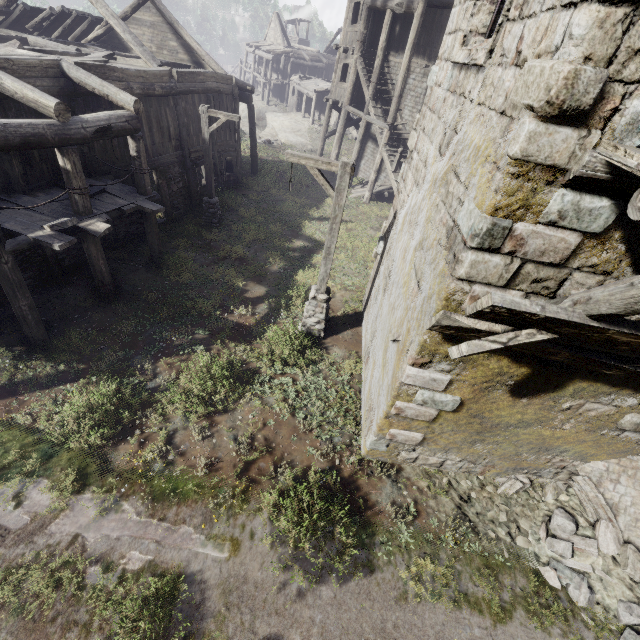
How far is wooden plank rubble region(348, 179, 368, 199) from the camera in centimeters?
2095cm

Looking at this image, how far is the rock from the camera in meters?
30.4

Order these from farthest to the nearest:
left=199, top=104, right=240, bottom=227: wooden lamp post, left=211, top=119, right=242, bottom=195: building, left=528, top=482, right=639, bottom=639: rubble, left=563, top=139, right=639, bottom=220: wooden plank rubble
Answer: left=211, top=119, right=242, bottom=195: building < left=199, top=104, right=240, bottom=227: wooden lamp post < left=528, top=482, right=639, bottom=639: rubble < left=563, top=139, right=639, bottom=220: wooden plank rubble

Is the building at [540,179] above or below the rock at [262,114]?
above

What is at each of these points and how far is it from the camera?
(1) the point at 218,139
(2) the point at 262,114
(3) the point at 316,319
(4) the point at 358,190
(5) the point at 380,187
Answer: (1) building, 16.8 meters
(2) rock, 37.1 meters
(3) wooden lamp post, 9.6 meters
(4) wooden plank rubble, 22.0 meters
(5) wooden plank rubble, 21.6 meters

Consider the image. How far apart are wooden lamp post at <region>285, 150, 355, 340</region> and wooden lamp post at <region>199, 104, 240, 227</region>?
6.28m

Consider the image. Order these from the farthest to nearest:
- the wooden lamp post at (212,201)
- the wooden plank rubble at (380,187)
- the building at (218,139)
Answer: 1. the wooden plank rubble at (380,187)
2. the building at (218,139)
3. the wooden lamp post at (212,201)

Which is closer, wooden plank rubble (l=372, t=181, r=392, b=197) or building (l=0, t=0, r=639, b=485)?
building (l=0, t=0, r=639, b=485)
